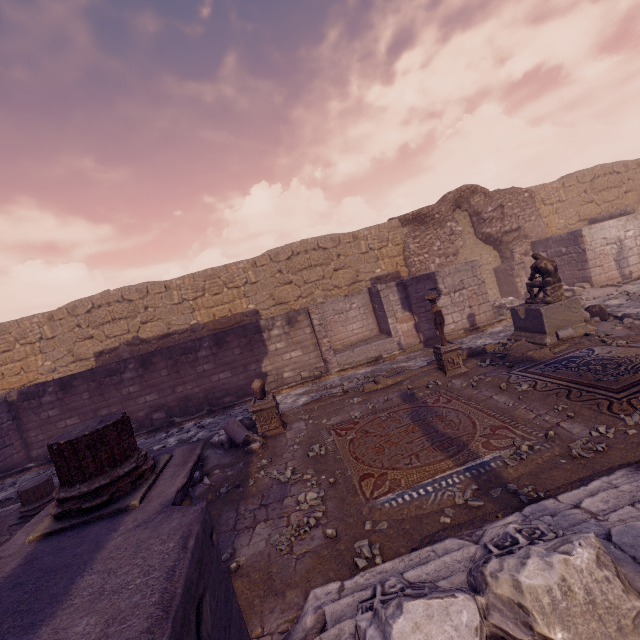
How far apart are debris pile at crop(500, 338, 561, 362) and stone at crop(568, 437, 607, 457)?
3.5m

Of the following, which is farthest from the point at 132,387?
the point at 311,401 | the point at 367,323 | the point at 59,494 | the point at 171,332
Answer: the point at 59,494

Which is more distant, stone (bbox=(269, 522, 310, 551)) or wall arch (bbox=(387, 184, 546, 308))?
wall arch (bbox=(387, 184, 546, 308))

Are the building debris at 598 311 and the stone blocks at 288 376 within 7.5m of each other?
no

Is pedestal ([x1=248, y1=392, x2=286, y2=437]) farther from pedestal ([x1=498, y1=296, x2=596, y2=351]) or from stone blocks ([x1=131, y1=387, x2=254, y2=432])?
pedestal ([x1=498, y1=296, x2=596, y2=351])

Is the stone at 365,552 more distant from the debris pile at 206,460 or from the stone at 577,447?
the stone at 577,447

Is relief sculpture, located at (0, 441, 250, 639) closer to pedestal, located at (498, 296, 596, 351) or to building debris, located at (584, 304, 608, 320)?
pedestal, located at (498, 296, 596, 351)

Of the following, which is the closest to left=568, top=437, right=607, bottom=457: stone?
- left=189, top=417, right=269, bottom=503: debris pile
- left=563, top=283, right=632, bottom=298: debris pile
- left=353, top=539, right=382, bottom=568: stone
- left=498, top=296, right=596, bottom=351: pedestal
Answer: left=353, top=539, right=382, bottom=568: stone
